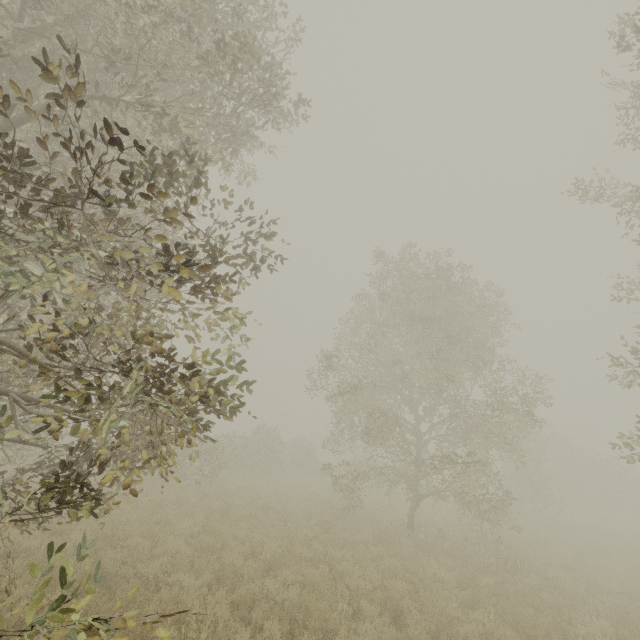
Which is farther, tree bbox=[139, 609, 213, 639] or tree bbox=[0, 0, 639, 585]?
tree bbox=[0, 0, 639, 585]

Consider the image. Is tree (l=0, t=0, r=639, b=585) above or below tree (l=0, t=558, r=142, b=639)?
above

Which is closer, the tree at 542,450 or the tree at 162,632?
the tree at 162,632

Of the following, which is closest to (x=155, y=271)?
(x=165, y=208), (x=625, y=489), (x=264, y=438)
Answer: (x=165, y=208)
